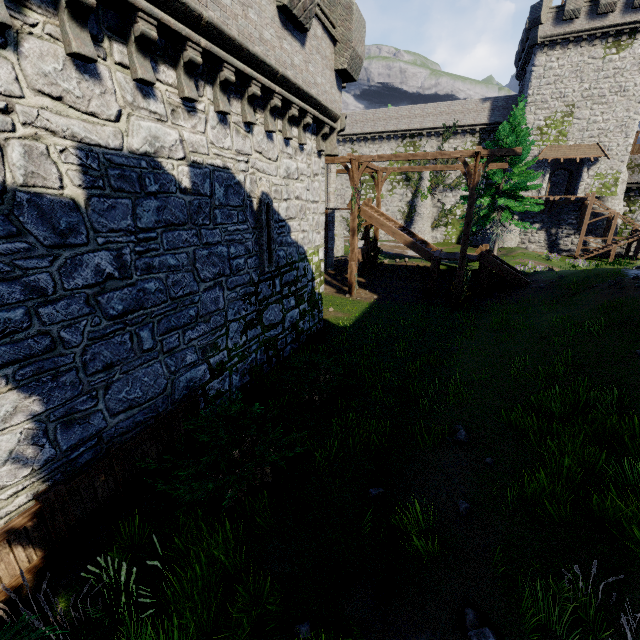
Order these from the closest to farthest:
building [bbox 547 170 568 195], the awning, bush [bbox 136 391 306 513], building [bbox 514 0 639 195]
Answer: bush [bbox 136 391 306 513], building [bbox 514 0 639 195], the awning, building [bbox 547 170 568 195]

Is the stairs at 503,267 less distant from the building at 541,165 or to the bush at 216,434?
the bush at 216,434

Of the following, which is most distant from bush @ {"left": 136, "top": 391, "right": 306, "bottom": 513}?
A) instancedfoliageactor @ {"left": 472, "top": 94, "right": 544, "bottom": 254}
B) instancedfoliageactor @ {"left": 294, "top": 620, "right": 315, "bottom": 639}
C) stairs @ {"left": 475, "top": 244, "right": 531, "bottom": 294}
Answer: instancedfoliageactor @ {"left": 472, "top": 94, "right": 544, "bottom": 254}

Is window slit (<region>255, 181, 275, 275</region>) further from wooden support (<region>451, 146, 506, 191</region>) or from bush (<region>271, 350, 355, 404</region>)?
wooden support (<region>451, 146, 506, 191</region>)

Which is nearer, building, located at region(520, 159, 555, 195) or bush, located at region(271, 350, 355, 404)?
bush, located at region(271, 350, 355, 404)

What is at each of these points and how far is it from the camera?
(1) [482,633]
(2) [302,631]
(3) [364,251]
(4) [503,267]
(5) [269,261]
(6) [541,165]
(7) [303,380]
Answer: (1) instancedfoliageactor, 3.8m
(2) instancedfoliageactor, 4.1m
(3) wooden support, 22.3m
(4) stairs, 17.5m
(5) window slit, 9.8m
(6) building, 34.0m
(7) bush, 9.5m

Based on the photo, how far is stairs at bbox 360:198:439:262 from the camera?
18.9 meters

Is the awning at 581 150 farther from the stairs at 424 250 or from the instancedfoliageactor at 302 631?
the instancedfoliageactor at 302 631
